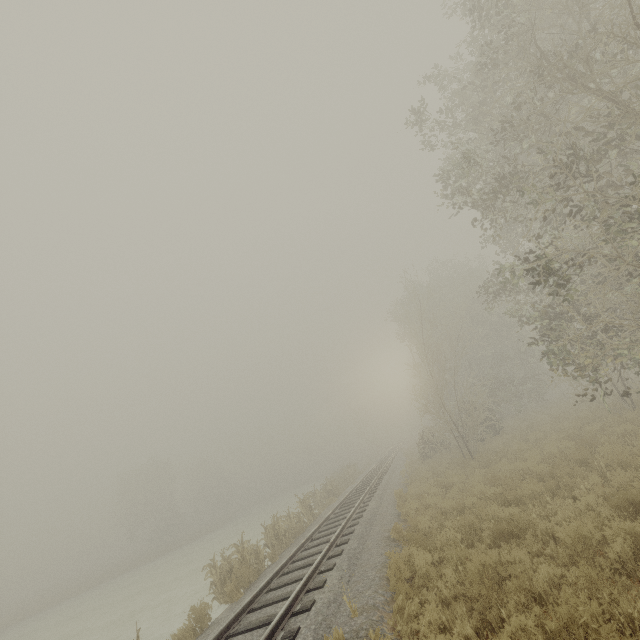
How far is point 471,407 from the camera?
18.12m

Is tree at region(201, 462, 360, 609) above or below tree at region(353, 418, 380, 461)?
below

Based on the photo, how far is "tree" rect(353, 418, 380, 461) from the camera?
52.0m

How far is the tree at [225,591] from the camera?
11.2 meters

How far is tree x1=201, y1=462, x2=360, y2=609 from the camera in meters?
11.2 m

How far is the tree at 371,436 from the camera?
52.0m

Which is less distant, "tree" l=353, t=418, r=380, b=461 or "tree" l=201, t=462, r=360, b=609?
"tree" l=201, t=462, r=360, b=609
